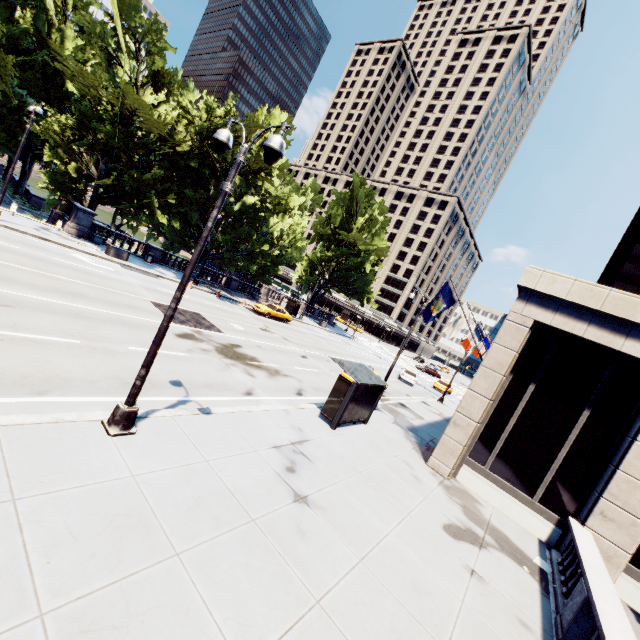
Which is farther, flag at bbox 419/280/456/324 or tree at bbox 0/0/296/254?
tree at bbox 0/0/296/254

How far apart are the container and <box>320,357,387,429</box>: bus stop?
21.6 meters

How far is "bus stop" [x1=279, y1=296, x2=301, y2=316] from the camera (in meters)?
42.09

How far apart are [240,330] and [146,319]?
7.8 meters

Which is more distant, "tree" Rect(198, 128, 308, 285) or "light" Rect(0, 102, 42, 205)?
"tree" Rect(198, 128, 308, 285)

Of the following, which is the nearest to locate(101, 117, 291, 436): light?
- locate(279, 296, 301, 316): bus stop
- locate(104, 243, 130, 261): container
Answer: locate(104, 243, 130, 261): container

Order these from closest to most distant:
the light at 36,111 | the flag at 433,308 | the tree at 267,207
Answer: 1. the flag at 433,308
2. the light at 36,111
3. the tree at 267,207

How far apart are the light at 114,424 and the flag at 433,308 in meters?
11.9
